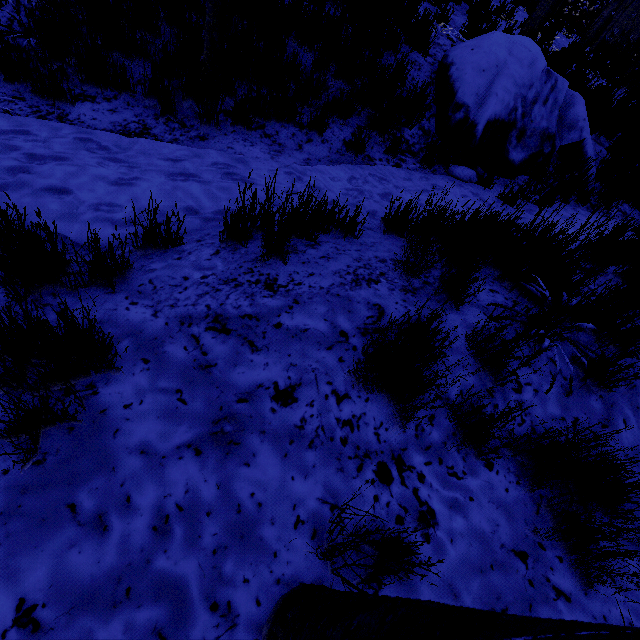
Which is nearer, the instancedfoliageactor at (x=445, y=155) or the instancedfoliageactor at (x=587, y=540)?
the instancedfoliageactor at (x=587, y=540)

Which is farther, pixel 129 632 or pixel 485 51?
pixel 485 51

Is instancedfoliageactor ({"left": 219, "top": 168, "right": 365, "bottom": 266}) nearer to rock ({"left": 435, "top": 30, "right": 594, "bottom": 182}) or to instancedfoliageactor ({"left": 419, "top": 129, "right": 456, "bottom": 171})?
instancedfoliageactor ({"left": 419, "top": 129, "right": 456, "bottom": 171})

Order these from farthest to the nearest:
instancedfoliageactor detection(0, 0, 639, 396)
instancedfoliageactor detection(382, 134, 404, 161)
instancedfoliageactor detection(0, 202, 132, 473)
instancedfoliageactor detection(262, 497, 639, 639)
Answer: instancedfoliageactor detection(382, 134, 404, 161) → instancedfoliageactor detection(0, 0, 639, 396) → instancedfoliageactor detection(0, 202, 132, 473) → instancedfoliageactor detection(262, 497, 639, 639)

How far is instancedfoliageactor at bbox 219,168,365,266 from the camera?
2.1m

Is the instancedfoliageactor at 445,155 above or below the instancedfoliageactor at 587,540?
below

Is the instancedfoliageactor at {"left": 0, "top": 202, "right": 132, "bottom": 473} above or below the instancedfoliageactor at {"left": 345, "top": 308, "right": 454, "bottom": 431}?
below

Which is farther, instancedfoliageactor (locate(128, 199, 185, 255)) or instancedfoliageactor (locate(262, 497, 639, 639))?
instancedfoliageactor (locate(128, 199, 185, 255))
